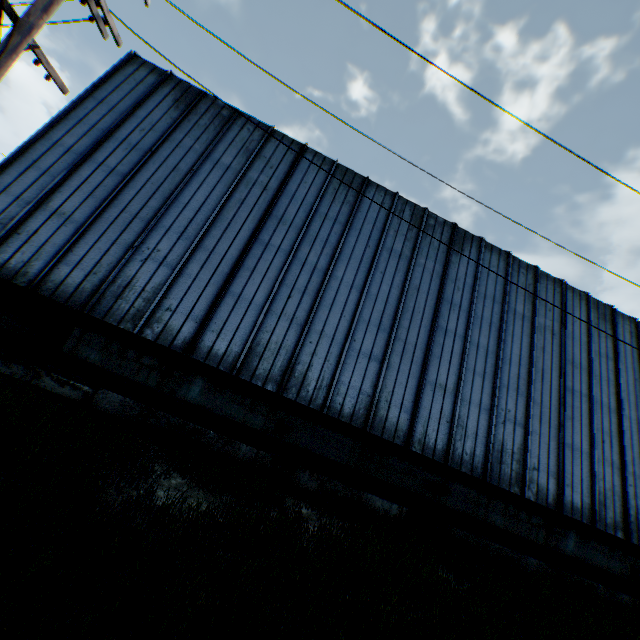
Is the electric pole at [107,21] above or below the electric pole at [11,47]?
above

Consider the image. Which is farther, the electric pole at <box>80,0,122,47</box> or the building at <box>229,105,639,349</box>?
the building at <box>229,105,639,349</box>

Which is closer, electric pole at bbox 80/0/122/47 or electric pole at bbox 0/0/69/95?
electric pole at bbox 0/0/69/95

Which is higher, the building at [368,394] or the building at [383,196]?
the building at [383,196]

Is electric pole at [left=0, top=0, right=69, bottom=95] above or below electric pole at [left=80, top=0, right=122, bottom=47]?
below

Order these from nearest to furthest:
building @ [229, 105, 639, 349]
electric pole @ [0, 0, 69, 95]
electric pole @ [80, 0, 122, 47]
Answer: electric pole @ [0, 0, 69, 95]
electric pole @ [80, 0, 122, 47]
building @ [229, 105, 639, 349]

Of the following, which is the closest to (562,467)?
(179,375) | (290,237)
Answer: (290,237)
